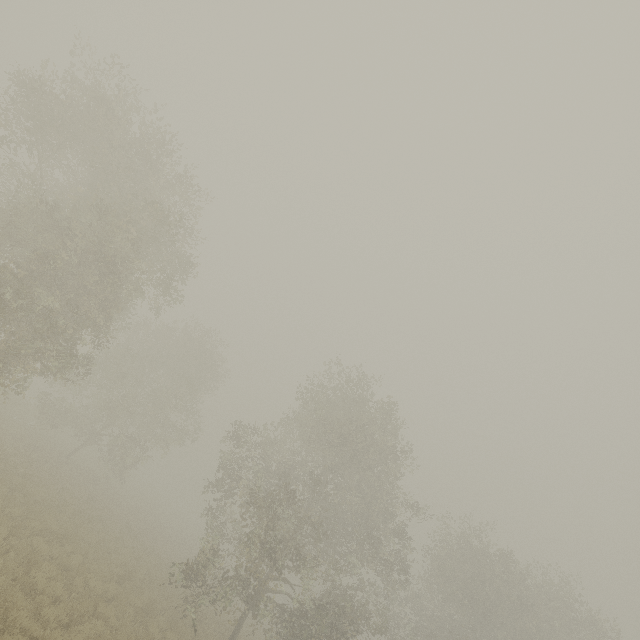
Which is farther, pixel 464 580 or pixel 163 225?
pixel 464 580
